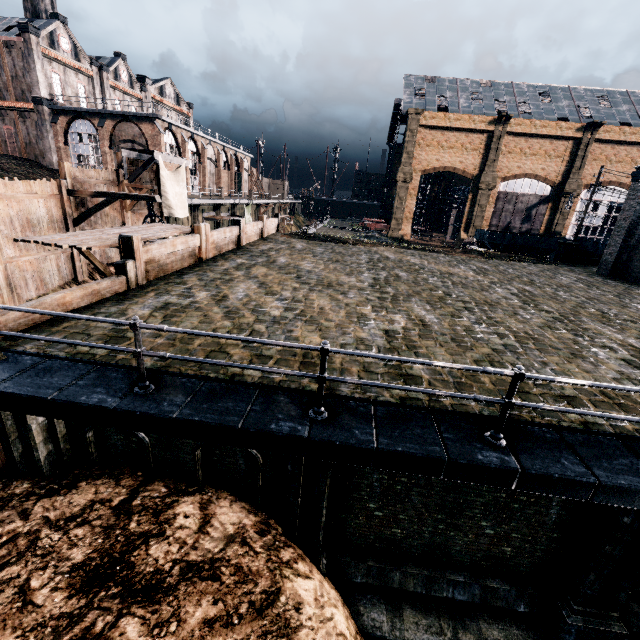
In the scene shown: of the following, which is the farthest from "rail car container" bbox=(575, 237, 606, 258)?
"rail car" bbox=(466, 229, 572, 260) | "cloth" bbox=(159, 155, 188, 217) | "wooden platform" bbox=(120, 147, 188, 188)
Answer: "wooden platform" bbox=(120, 147, 188, 188)

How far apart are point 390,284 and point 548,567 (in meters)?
9.94

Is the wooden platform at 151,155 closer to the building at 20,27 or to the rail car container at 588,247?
the building at 20,27

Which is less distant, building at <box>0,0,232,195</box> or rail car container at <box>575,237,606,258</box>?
rail car container at <box>575,237,606,258</box>

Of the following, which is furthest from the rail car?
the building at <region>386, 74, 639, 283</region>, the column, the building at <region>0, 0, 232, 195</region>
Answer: the building at <region>0, 0, 232, 195</region>

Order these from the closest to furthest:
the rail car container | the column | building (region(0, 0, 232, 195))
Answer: the column, the rail car container, building (region(0, 0, 232, 195))

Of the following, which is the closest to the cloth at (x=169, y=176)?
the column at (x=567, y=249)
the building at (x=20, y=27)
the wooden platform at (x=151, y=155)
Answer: the wooden platform at (x=151, y=155)

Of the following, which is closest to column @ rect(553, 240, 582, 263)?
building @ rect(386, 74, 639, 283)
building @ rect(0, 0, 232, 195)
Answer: building @ rect(386, 74, 639, 283)
